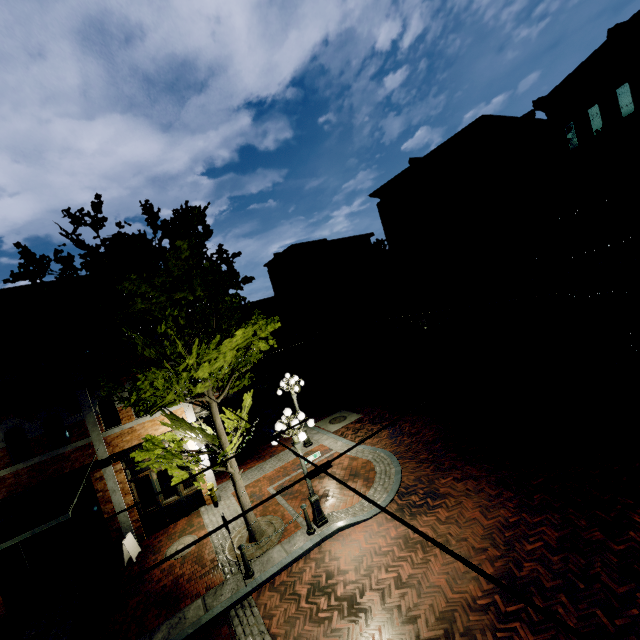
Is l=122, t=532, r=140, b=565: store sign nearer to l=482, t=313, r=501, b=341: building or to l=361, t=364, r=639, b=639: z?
l=361, t=364, r=639, b=639: z

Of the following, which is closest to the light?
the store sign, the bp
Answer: the store sign

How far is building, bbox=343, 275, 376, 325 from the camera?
34.9 meters

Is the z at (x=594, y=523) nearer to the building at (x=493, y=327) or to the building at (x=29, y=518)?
the building at (x=493, y=327)

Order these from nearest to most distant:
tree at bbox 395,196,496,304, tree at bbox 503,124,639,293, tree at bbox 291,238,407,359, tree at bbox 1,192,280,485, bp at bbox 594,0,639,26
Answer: tree at bbox 1,192,280,485 → tree at bbox 503,124,639,293 → tree at bbox 395,196,496,304 → tree at bbox 291,238,407,359 → bp at bbox 594,0,639,26

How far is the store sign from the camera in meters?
10.5

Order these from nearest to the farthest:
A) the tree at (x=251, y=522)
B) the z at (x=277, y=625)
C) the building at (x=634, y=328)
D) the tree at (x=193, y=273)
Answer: the z at (x=277, y=625), the tree at (x=193, y=273), the tree at (x=251, y=522), the building at (x=634, y=328)

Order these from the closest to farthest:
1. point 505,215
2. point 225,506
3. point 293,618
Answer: point 293,618 < point 225,506 < point 505,215
